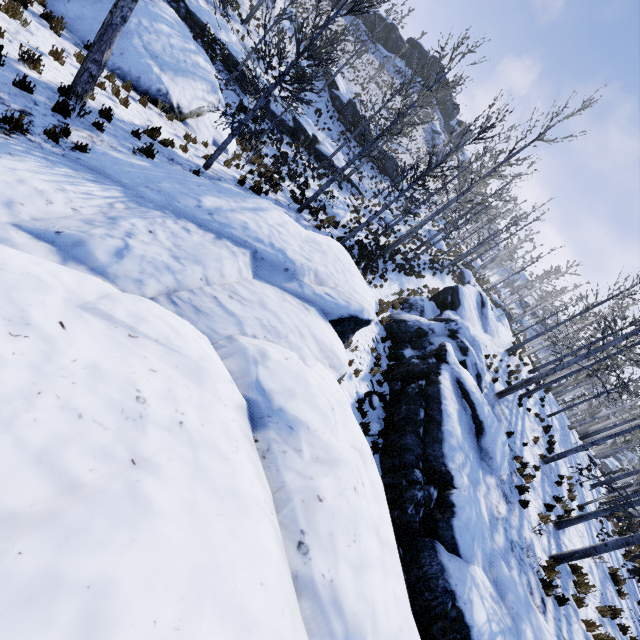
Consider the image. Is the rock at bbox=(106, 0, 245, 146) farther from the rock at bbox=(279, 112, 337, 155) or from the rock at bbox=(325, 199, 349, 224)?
the rock at bbox=(279, 112, 337, 155)

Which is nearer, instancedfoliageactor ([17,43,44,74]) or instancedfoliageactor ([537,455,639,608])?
instancedfoliageactor ([17,43,44,74])

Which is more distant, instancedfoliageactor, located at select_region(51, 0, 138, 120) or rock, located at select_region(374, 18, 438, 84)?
rock, located at select_region(374, 18, 438, 84)

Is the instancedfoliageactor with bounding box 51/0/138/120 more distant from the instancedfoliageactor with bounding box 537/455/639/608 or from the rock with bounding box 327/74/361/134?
the rock with bounding box 327/74/361/134

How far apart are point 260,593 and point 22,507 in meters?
1.2 m

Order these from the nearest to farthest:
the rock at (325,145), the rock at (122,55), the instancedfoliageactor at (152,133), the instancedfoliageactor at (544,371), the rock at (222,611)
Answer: the rock at (222,611) < the instancedfoliageactor at (152,133) < the rock at (122,55) < the instancedfoliageactor at (544,371) < the rock at (325,145)

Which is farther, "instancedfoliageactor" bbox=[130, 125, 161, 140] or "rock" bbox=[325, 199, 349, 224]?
"rock" bbox=[325, 199, 349, 224]

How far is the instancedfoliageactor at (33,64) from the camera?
6.7m
